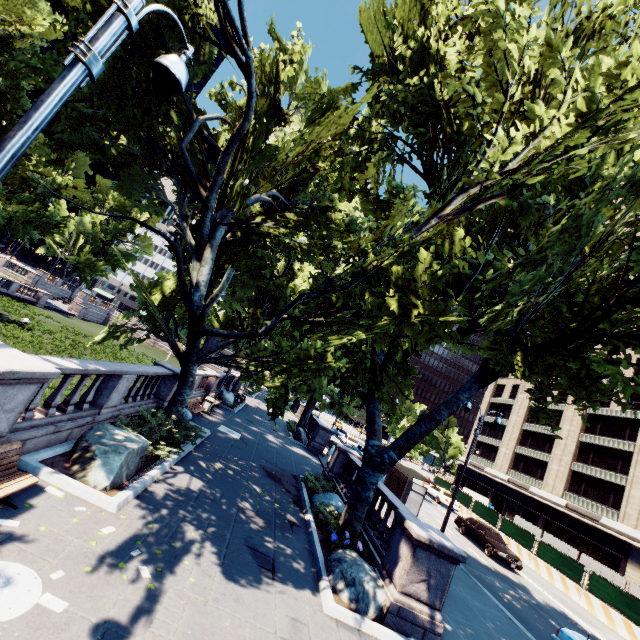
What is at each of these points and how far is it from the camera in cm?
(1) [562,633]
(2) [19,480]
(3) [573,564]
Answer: (1) vehicle, 1036
(2) bench, 563
(3) fence, 2128

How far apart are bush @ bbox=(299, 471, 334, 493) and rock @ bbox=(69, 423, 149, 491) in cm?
825

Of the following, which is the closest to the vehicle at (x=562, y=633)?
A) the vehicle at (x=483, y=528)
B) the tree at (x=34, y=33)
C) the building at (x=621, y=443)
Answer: the tree at (x=34, y=33)

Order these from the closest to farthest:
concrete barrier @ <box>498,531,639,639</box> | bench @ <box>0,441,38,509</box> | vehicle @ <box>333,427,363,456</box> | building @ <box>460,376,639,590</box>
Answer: bench @ <box>0,441,38,509</box> < concrete barrier @ <box>498,531,639,639</box> < building @ <box>460,376,639,590</box> < vehicle @ <box>333,427,363,456</box>

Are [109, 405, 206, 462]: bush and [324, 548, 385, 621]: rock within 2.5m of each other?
no

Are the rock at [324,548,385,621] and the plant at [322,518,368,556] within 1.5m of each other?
yes

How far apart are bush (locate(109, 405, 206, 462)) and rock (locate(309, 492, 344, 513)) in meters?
6.3 m

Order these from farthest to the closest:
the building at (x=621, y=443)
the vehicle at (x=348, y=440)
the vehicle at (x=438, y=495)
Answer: the vehicle at (x=348, y=440), the building at (x=621, y=443), the vehicle at (x=438, y=495)
